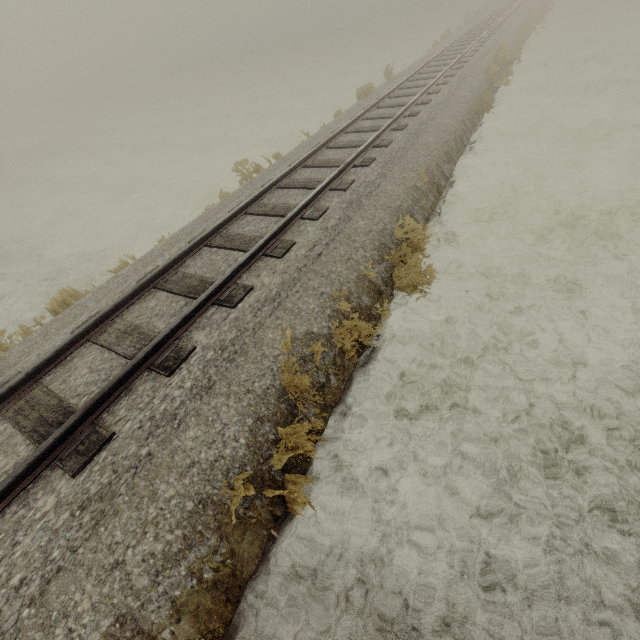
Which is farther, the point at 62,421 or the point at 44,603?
the point at 62,421
